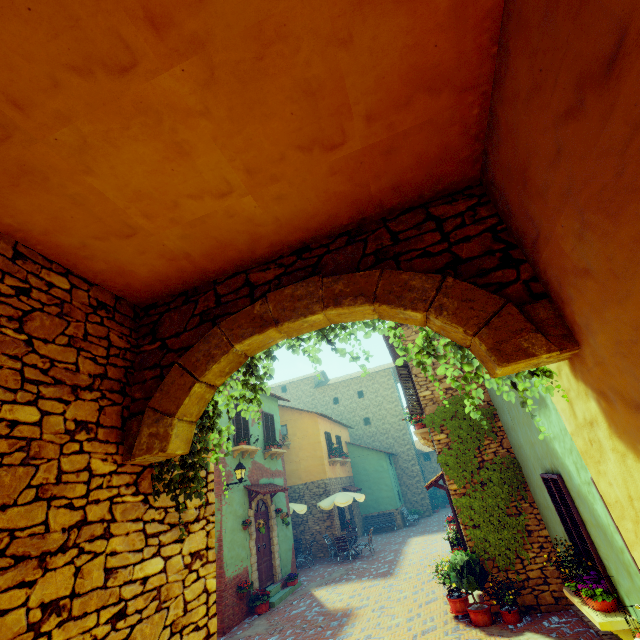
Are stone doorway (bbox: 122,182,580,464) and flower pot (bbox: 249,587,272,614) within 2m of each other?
no

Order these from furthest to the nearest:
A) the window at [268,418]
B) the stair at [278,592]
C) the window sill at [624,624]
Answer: the window at [268,418]
the stair at [278,592]
the window sill at [624,624]

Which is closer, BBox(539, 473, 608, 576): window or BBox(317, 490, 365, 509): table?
BBox(539, 473, 608, 576): window

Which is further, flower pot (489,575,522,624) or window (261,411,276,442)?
window (261,411,276,442)

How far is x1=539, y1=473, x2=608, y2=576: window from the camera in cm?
504

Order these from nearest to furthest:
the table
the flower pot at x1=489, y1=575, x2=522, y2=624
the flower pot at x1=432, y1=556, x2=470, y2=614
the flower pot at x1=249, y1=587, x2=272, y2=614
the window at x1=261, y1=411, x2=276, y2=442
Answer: the flower pot at x1=489, y1=575, x2=522, y2=624
the flower pot at x1=432, y1=556, x2=470, y2=614
the flower pot at x1=249, y1=587, x2=272, y2=614
the window at x1=261, y1=411, x2=276, y2=442
the table

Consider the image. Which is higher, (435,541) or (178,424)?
(178,424)

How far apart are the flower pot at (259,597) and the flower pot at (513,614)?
6.98m
